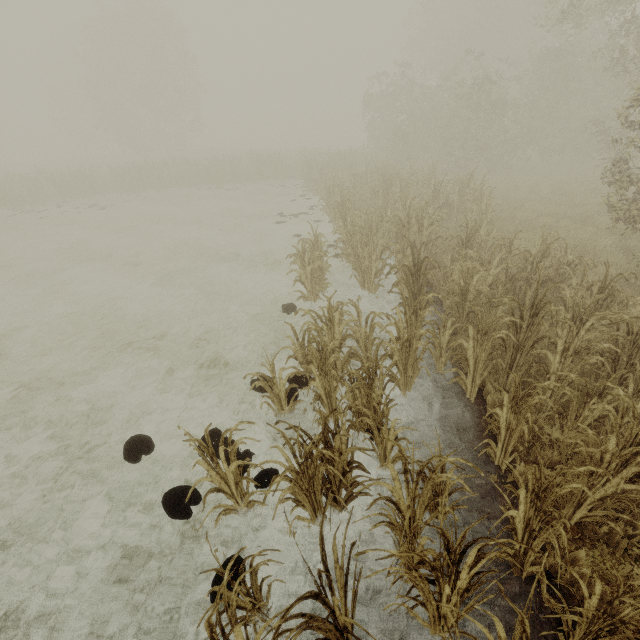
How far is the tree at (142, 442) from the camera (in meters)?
4.58

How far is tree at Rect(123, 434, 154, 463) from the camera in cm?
458

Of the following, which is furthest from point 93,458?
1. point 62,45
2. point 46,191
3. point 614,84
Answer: point 62,45
